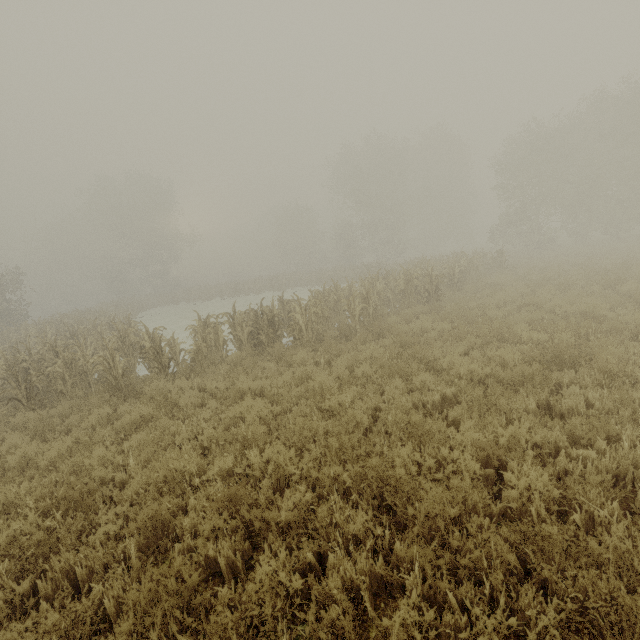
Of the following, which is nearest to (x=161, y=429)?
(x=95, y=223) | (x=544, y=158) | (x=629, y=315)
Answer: (x=629, y=315)
